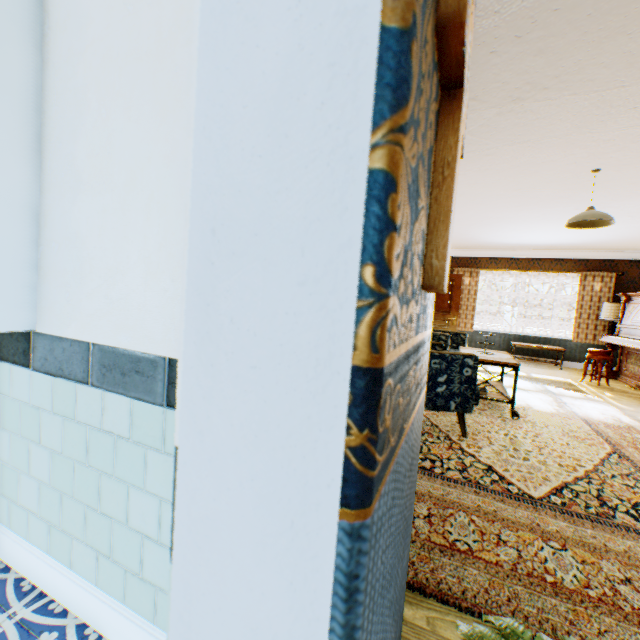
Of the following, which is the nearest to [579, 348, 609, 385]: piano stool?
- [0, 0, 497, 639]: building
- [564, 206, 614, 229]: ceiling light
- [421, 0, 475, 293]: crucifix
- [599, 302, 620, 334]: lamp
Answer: [0, 0, 497, 639]: building

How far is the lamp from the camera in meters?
7.8

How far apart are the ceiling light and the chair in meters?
2.2 m

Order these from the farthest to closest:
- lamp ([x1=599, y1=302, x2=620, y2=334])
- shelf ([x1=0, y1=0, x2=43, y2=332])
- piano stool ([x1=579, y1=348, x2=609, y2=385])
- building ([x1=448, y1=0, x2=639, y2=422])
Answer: lamp ([x1=599, y1=302, x2=620, y2=334]) → piano stool ([x1=579, y1=348, x2=609, y2=385]) → building ([x1=448, y1=0, x2=639, y2=422]) → shelf ([x1=0, y1=0, x2=43, y2=332])

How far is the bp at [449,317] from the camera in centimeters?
812cm

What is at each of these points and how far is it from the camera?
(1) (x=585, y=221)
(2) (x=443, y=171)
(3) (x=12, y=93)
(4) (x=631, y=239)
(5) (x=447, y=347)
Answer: (1) ceiling light, 4.2 meters
(2) crucifix, 0.6 meters
(3) shelf, 1.2 meters
(4) building, 7.1 meters
(5) chair, 5.5 meters

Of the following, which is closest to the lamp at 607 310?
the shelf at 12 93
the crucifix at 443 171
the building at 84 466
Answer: the building at 84 466

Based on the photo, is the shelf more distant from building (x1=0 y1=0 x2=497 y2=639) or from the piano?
the piano
